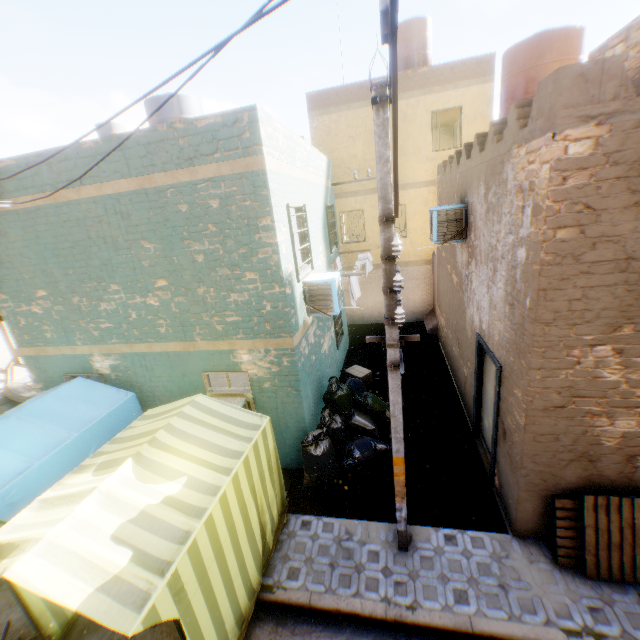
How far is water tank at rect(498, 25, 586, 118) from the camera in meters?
6.8 m

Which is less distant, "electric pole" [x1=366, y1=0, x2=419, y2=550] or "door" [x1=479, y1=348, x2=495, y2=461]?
"electric pole" [x1=366, y1=0, x2=419, y2=550]

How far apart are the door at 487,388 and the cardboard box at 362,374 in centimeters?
362cm

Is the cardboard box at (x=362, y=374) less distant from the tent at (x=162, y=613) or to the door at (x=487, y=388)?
the door at (x=487, y=388)

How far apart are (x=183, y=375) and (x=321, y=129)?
11.4 meters

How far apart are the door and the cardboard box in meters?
3.6 m

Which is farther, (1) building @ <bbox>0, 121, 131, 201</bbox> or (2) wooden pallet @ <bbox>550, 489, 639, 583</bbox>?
(1) building @ <bbox>0, 121, 131, 201</bbox>

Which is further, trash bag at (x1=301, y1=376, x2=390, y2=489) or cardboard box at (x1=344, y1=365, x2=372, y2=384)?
cardboard box at (x1=344, y1=365, x2=372, y2=384)
